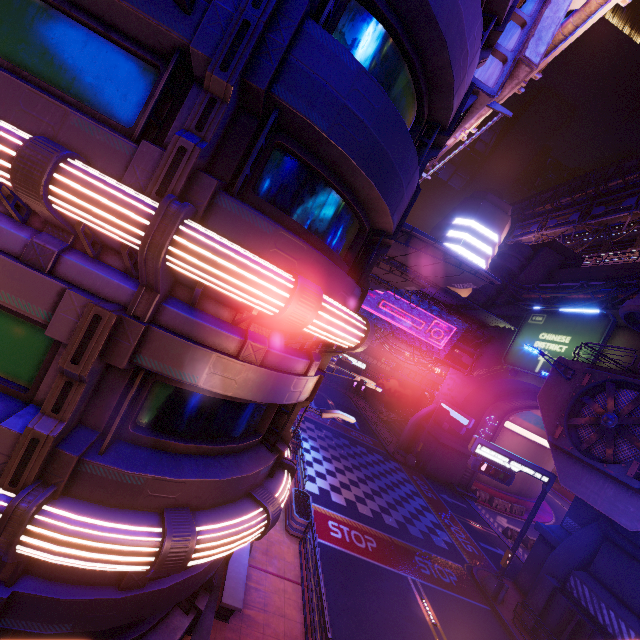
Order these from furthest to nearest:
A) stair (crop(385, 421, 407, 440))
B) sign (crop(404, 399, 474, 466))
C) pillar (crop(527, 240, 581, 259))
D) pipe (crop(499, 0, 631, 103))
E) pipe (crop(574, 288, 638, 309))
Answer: stair (crop(385, 421, 407, 440))
pillar (crop(527, 240, 581, 259))
sign (crop(404, 399, 474, 466))
pipe (crop(574, 288, 638, 309))
pipe (crop(499, 0, 631, 103))

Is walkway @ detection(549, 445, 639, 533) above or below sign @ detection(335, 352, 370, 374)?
above

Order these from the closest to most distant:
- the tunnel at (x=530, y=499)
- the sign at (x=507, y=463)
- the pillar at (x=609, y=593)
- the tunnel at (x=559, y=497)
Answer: the pillar at (x=609, y=593) < the sign at (x=507, y=463) < the tunnel at (x=530, y=499) < the tunnel at (x=559, y=497)

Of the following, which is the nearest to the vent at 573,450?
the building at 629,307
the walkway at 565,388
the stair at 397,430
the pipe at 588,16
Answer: the walkway at 565,388

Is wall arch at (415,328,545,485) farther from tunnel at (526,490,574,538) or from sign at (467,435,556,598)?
sign at (467,435,556,598)

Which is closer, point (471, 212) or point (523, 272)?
point (523, 272)

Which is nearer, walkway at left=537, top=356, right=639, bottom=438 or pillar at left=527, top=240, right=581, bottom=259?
walkway at left=537, top=356, right=639, bottom=438

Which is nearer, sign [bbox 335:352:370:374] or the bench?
the bench
